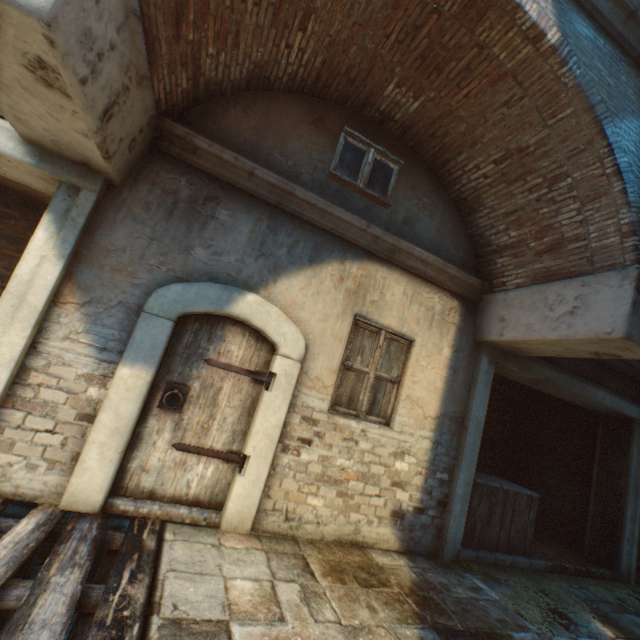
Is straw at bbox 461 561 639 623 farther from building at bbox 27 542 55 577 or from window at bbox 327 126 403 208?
window at bbox 327 126 403 208

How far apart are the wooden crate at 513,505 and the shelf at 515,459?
1.5 meters

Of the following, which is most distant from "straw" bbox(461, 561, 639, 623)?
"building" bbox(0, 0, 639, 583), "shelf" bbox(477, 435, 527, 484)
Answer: "shelf" bbox(477, 435, 527, 484)

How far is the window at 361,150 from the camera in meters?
4.4 m

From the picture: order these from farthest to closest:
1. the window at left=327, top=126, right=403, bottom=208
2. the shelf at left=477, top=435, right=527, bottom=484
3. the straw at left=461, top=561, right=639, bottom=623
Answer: the shelf at left=477, top=435, right=527, bottom=484, the window at left=327, top=126, right=403, bottom=208, the straw at left=461, top=561, right=639, bottom=623

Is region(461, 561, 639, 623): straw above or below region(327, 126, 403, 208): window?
below

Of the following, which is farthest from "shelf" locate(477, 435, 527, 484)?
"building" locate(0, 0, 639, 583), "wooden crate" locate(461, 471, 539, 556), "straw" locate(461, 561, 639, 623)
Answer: "straw" locate(461, 561, 639, 623)

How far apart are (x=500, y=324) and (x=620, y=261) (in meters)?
1.54
